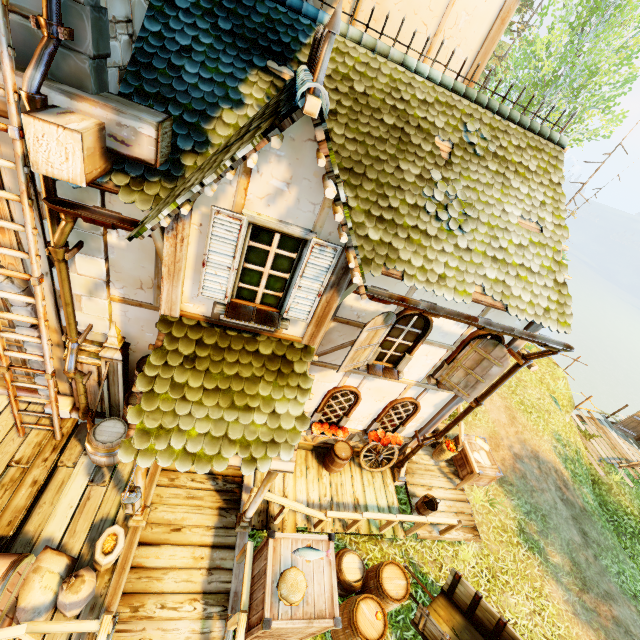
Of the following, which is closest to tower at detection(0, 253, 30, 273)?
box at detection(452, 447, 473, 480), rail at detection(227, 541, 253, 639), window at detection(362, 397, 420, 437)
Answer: rail at detection(227, 541, 253, 639)

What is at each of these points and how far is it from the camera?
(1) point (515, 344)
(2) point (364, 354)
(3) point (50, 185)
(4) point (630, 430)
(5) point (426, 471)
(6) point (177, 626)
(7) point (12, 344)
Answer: (1) building, 6.1m
(2) window shutters, 5.7m
(3) drain pipe, 3.5m
(4) outhouse door, 14.7m
(5) wooden platform, 8.9m
(6) stairs, 4.7m
(7) door, 5.4m

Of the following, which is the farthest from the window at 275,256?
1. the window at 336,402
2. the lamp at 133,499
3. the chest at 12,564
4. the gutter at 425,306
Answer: the chest at 12,564

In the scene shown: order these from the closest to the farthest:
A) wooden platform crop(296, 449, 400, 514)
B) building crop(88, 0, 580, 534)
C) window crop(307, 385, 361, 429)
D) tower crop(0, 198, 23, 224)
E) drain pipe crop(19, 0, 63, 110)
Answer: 1. drain pipe crop(19, 0, 63, 110)
2. building crop(88, 0, 580, 534)
3. tower crop(0, 198, 23, 224)
4. window crop(307, 385, 361, 429)
5. wooden platform crop(296, 449, 400, 514)

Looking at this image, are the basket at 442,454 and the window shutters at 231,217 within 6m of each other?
no

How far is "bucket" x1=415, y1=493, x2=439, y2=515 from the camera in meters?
7.6

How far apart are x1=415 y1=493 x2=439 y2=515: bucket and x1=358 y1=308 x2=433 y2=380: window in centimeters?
360cm

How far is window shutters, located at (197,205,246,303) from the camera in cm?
325
